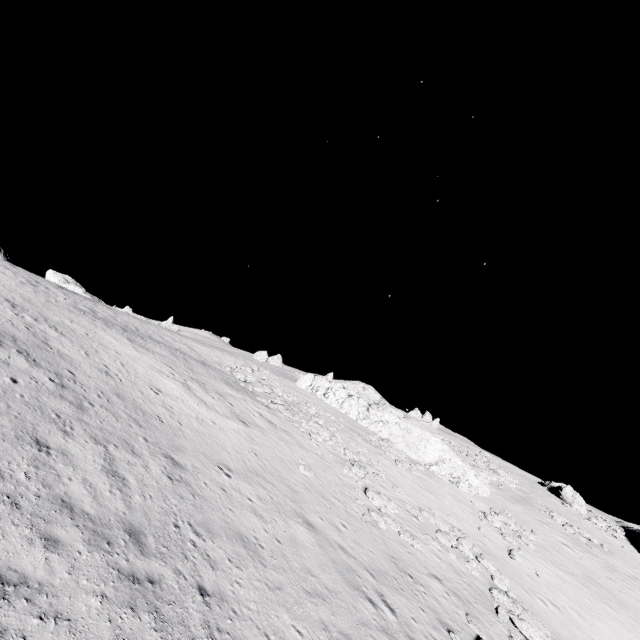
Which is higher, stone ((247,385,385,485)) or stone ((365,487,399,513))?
stone ((247,385,385,485))

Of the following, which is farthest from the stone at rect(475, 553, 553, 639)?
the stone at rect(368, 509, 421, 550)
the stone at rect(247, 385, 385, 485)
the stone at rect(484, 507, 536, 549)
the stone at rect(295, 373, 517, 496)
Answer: the stone at rect(484, 507, 536, 549)

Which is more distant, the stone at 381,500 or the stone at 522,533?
the stone at 522,533

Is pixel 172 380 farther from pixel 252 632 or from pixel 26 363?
pixel 252 632

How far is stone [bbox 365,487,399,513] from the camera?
20.0m

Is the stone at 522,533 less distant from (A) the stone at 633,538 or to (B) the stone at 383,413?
(B) the stone at 383,413

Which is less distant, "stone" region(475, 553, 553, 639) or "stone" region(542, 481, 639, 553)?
"stone" region(475, 553, 553, 639)

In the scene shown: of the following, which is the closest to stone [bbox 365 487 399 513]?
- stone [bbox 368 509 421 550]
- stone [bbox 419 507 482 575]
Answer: stone [bbox 368 509 421 550]
